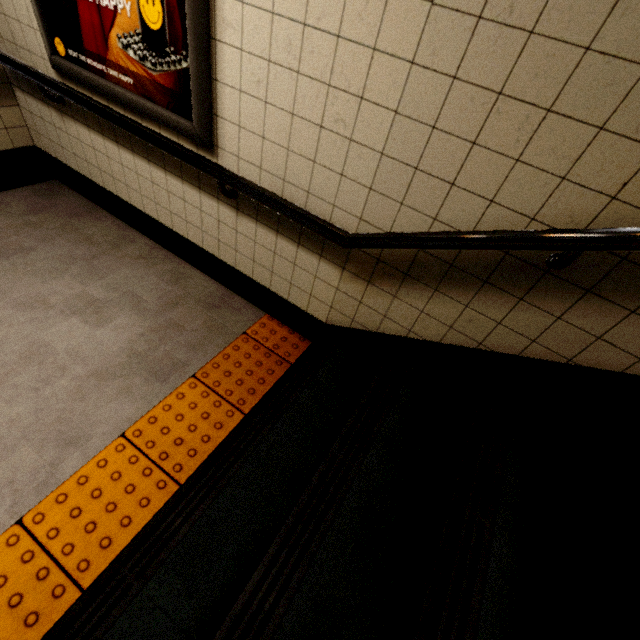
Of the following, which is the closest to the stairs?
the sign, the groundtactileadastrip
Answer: the groundtactileadastrip

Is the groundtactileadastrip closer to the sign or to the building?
the building

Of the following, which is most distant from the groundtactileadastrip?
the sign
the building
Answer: the sign

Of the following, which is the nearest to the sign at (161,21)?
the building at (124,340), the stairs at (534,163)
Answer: the building at (124,340)

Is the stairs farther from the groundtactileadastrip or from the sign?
the sign

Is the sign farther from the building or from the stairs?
the stairs

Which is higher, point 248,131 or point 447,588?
point 248,131

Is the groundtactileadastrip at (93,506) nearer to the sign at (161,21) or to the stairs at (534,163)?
the stairs at (534,163)
